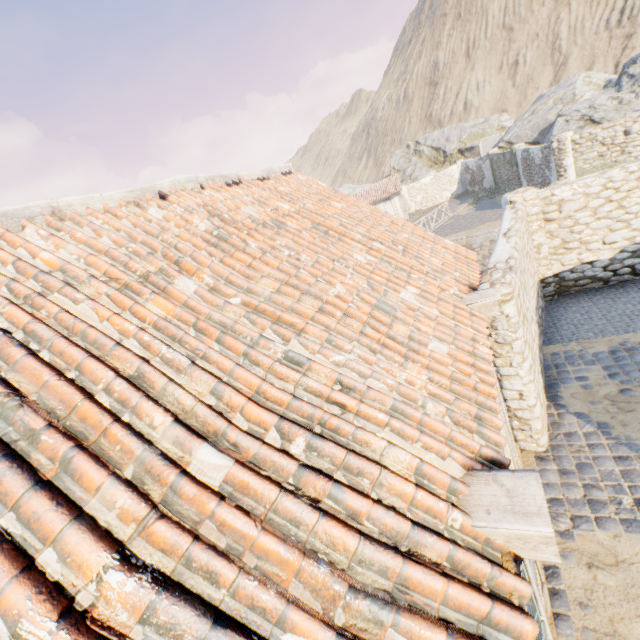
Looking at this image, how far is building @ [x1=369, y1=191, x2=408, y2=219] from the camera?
32.1m

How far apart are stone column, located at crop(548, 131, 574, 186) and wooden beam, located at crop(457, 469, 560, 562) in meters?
19.3 m

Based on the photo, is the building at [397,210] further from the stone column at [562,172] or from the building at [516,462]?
the building at [516,462]

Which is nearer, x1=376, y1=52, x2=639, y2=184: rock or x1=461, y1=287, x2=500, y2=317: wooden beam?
x1=461, y1=287, x2=500, y2=317: wooden beam

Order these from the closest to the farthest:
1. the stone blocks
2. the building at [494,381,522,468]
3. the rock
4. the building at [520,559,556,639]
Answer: the building at [520,559,556,639], the building at [494,381,522,468], the stone blocks, the rock

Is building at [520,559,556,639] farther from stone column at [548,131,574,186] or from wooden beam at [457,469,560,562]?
stone column at [548,131,574,186]

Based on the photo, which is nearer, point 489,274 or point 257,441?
point 257,441

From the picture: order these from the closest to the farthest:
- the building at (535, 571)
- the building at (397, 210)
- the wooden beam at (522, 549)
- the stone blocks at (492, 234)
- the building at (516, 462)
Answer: the wooden beam at (522, 549) < the building at (535, 571) < the building at (516, 462) < the stone blocks at (492, 234) < the building at (397, 210)
